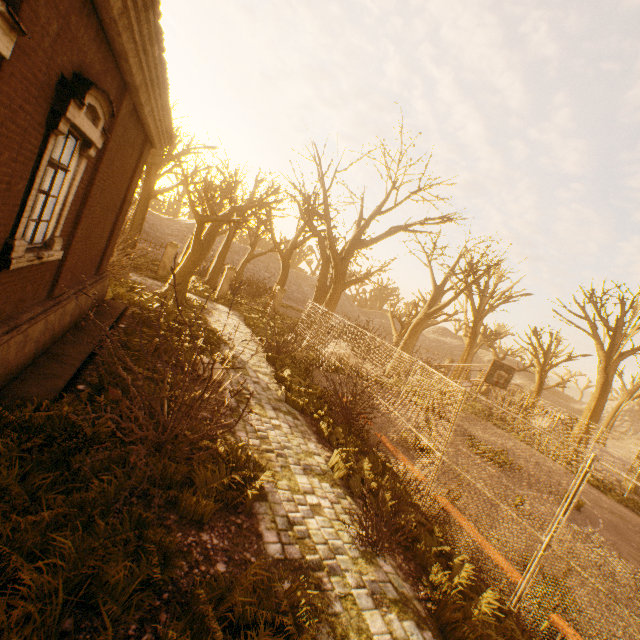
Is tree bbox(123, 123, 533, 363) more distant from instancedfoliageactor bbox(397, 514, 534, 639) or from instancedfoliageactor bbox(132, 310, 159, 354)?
instancedfoliageactor bbox(132, 310, 159, 354)

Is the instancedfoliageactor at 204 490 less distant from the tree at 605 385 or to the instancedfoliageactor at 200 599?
the instancedfoliageactor at 200 599

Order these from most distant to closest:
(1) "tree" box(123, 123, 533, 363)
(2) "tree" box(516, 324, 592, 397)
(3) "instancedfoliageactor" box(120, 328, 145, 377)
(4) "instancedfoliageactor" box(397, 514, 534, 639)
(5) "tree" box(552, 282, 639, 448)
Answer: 1. (2) "tree" box(516, 324, 592, 397)
2. (5) "tree" box(552, 282, 639, 448)
3. (1) "tree" box(123, 123, 533, 363)
4. (3) "instancedfoliageactor" box(120, 328, 145, 377)
5. (4) "instancedfoliageactor" box(397, 514, 534, 639)

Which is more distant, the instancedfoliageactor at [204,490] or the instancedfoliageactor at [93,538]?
the instancedfoliageactor at [204,490]

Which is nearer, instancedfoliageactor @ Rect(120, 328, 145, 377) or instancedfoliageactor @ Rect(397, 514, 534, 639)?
instancedfoliageactor @ Rect(397, 514, 534, 639)

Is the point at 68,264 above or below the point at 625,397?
below

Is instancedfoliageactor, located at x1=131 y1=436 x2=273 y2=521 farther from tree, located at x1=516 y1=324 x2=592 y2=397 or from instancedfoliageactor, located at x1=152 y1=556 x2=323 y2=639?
tree, located at x1=516 y1=324 x2=592 y2=397

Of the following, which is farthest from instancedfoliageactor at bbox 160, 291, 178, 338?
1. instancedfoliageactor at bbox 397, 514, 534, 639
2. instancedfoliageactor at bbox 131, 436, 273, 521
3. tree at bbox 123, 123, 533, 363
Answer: instancedfoliageactor at bbox 397, 514, 534, 639
